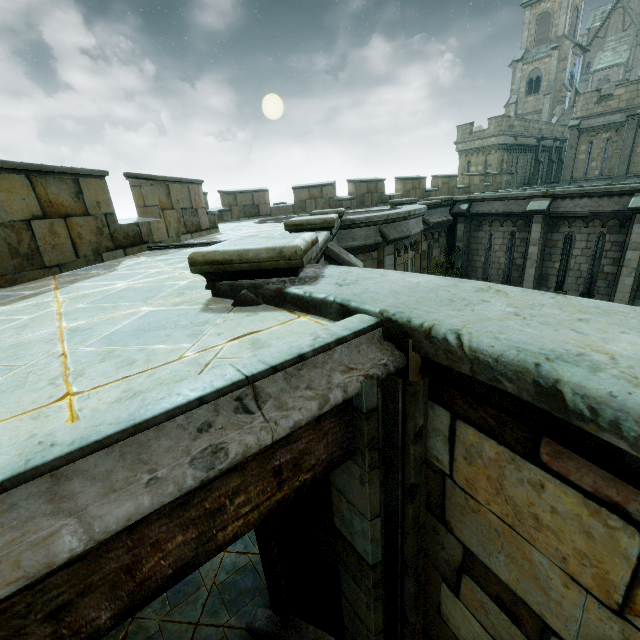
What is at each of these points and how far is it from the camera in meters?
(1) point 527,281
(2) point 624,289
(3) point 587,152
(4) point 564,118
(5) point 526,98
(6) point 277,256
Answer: (1) stone column, 14.5 m
(2) stone column, 12.0 m
(3) building, 23.5 m
(4) stair, 39.0 m
(5) building, 42.8 m
(6) stone cap, 2.4 m

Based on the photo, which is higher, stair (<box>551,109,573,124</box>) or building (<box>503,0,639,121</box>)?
building (<box>503,0,639,121</box>)

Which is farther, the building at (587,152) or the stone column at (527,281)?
the building at (587,152)

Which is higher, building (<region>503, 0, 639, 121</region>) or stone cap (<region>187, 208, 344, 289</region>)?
building (<region>503, 0, 639, 121</region>)

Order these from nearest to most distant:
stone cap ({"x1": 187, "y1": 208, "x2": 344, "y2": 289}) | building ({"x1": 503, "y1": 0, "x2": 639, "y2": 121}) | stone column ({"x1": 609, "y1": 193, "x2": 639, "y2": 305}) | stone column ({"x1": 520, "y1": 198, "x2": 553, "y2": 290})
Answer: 1. stone cap ({"x1": 187, "y1": 208, "x2": 344, "y2": 289})
2. stone column ({"x1": 609, "y1": 193, "x2": 639, "y2": 305})
3. stone column ({"x1": 520, "y1": 198, "x2": 553, "y2": 290})
4. building ({"x1": 503, "y1": 0, "x2": 639, "y2": 121})

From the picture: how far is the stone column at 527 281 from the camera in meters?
13.2

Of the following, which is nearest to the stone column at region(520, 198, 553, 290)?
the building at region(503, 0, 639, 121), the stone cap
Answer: the building at region(503, 0, 639, 121)

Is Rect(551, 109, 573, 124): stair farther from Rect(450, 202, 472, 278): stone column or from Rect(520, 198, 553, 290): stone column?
Rect(520, 198, 553, 290): stone column
